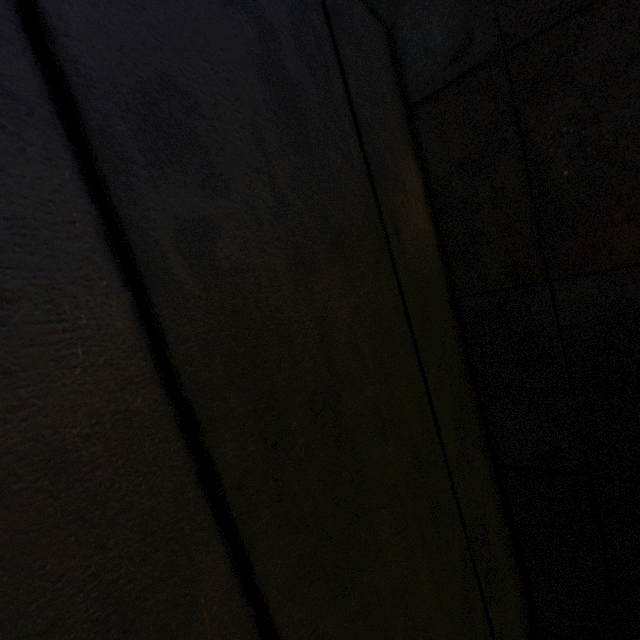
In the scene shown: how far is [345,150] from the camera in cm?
104
